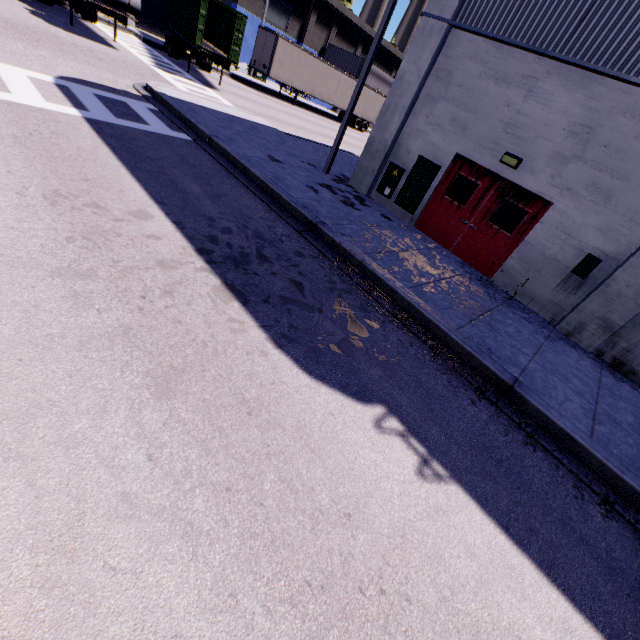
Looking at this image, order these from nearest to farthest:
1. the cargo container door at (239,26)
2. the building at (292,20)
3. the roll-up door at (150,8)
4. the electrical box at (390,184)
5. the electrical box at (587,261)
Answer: the electrical box at (587,261), the electrical box at (390,184), the cargo container door at (239,26), the roll-up door at (150,8), the building at (292,20)

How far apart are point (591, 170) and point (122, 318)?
10.0 meters

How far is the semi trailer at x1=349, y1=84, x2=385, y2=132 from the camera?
32.8 meters

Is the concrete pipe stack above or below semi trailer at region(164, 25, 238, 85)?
above

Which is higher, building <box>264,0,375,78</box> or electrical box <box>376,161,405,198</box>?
building <box>264,0,375,78</box>

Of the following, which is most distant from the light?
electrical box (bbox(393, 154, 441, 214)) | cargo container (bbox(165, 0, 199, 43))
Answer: cargo container (bbox(165, 0, 199, 43))

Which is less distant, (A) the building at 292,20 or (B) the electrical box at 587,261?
(B) the electrical box at 587,261

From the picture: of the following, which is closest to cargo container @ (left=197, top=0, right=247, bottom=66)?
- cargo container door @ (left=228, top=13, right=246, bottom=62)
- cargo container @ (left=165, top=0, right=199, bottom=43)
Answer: cargo container door @ (left=228, top=13, right=246, bottom=62)
